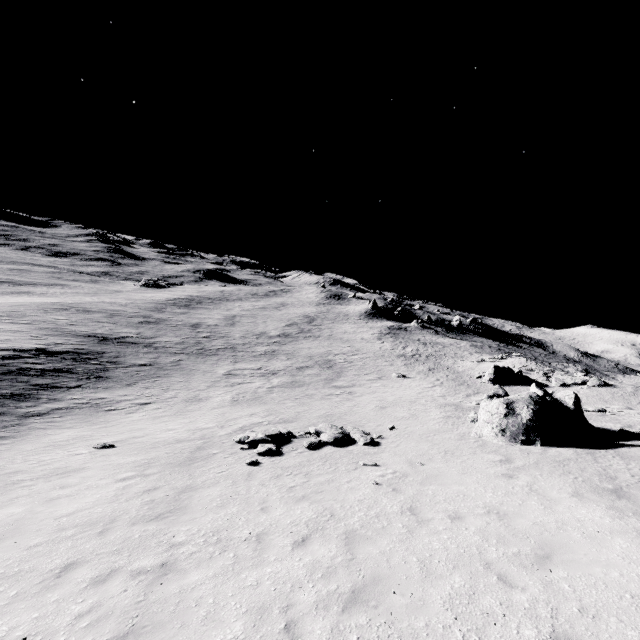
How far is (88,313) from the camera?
48.6 meters

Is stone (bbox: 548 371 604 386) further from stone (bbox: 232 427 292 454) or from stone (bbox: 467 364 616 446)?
stone (bbox: 232 427 292 454)

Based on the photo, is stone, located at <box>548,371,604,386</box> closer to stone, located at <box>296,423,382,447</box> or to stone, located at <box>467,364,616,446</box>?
stone, located at <box>467,364,616,446</box>

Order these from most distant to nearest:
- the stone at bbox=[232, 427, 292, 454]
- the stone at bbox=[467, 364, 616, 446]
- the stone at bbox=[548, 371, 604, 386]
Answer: the stone at bbox=[548, 371, 604, 386], the stone at bbox=[467, 364, 616, 446], the stone at bbox=[232, 427, 292, 454]

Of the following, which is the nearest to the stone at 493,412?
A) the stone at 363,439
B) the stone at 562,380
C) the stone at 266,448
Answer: the stone at 363,439

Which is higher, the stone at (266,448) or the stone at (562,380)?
the stone at (562,380)

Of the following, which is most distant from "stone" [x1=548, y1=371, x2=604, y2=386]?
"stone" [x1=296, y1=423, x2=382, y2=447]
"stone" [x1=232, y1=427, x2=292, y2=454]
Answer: "stone" [x1=232, y1=427, x2=292, y2=454]

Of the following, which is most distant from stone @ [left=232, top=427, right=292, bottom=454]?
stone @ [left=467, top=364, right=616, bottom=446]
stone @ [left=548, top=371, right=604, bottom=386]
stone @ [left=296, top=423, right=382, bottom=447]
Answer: stone @ [left=548, top=371, right=604, bottom=386]
